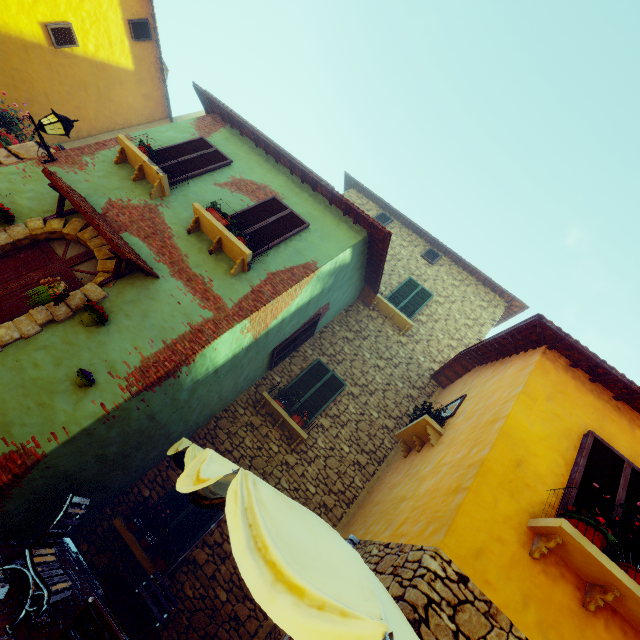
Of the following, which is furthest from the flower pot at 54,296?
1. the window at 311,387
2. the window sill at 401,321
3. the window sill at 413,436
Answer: the window sill at 401,321

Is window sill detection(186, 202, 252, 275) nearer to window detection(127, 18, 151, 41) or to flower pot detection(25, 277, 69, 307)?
window detection(127, 18, 151, 41)

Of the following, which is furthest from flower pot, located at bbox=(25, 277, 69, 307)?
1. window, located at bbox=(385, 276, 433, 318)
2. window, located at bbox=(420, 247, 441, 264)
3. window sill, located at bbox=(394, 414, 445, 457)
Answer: window, located at bbox=(420, 247, 441, 264)

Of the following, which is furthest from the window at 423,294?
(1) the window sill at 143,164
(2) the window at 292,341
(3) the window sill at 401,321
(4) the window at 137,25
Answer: (1) the window sill at 143,164

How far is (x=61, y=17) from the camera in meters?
9.7

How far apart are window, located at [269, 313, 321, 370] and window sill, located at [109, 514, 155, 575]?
4.1m

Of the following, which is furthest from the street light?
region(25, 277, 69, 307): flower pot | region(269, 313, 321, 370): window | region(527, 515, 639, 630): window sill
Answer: region(527, 515, 639, 630): window sill

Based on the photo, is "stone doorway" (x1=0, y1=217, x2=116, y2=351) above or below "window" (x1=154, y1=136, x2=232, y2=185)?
below
